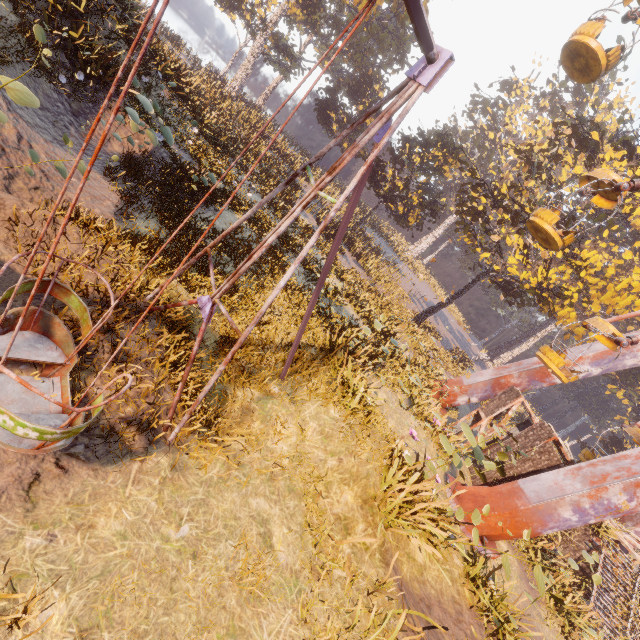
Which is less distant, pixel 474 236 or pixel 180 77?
pixel 180 77

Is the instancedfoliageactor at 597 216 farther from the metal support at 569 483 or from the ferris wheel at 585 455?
the ferris wheel at 585 455

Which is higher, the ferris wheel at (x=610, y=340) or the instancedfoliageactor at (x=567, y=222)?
the instancedfoliageactor at (x=567, y=222)

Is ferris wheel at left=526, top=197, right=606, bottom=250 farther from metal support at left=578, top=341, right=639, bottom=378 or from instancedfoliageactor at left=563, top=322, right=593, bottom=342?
instancedfoliageactor at left=563, top=322, right=593, bottom=342

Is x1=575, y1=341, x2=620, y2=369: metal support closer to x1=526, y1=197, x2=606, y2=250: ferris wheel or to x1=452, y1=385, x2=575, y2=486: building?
x1=526, y1=197, x2=606, y2=250: ferris wheel

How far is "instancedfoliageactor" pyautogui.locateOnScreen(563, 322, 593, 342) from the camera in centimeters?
2102cm
